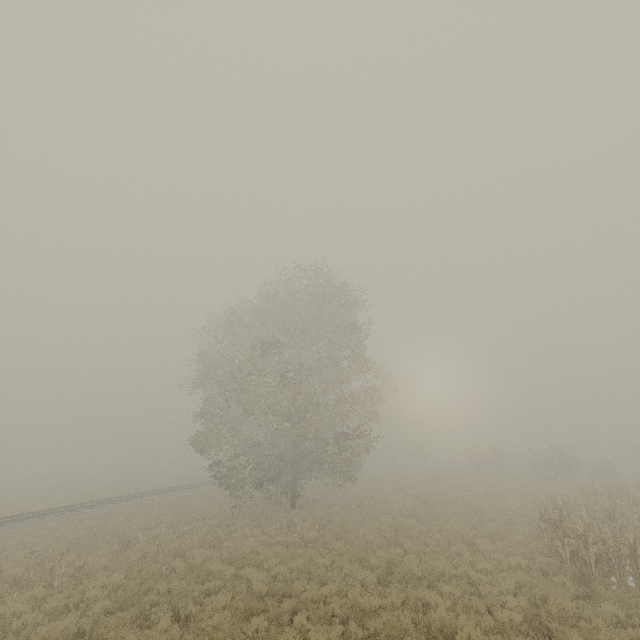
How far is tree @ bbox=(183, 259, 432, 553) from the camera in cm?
1953

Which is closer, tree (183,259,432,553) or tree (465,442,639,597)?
tree (465,442,639,597)

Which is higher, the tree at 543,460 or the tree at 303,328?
the tree at 303,328

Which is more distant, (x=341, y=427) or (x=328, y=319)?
(x=341, y=427)

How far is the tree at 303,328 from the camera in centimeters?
1953cm

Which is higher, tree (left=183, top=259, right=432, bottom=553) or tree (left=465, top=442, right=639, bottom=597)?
tree (left=183, top=259, right=432, bottom=553)
